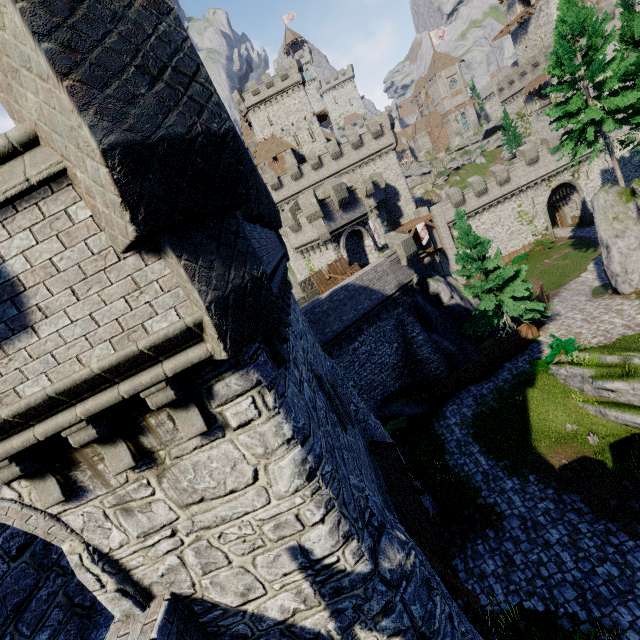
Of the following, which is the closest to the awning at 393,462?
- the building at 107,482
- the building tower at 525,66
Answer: the building at 107,482

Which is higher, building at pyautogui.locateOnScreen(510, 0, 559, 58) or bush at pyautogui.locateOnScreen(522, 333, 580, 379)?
building at pyautogui.locateOnScreen(510, 0, 559, 58)

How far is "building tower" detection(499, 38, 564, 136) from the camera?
50.88m

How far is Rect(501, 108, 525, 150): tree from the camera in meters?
58.8 m

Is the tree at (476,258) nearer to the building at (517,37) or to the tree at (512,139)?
the tree at (512,139)

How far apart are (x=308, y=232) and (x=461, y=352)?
15.75m

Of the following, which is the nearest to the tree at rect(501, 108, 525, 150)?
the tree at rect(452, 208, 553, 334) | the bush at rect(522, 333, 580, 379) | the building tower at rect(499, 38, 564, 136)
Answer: the building tower at rect(499, 38, 564, 136)

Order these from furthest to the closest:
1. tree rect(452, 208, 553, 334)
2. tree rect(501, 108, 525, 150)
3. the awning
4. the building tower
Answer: tree rect(501, 108, 525, 150)
the building tower
tree rect(452, 208, 553, 334)
the awning
